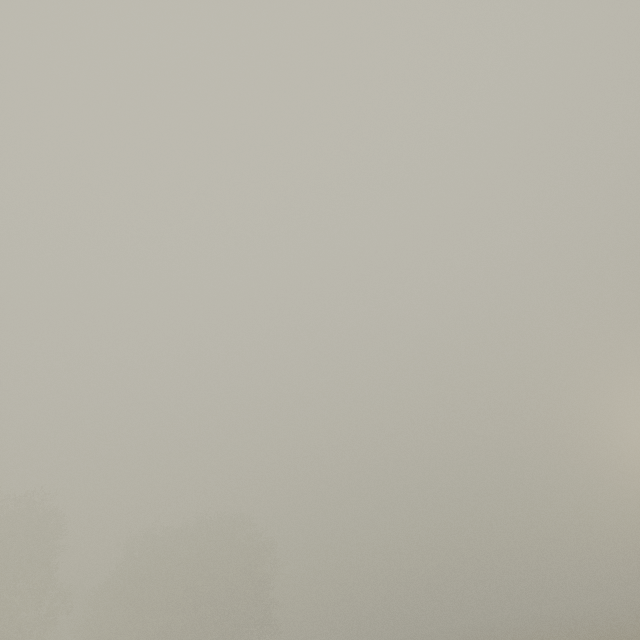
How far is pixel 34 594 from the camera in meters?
27.3
